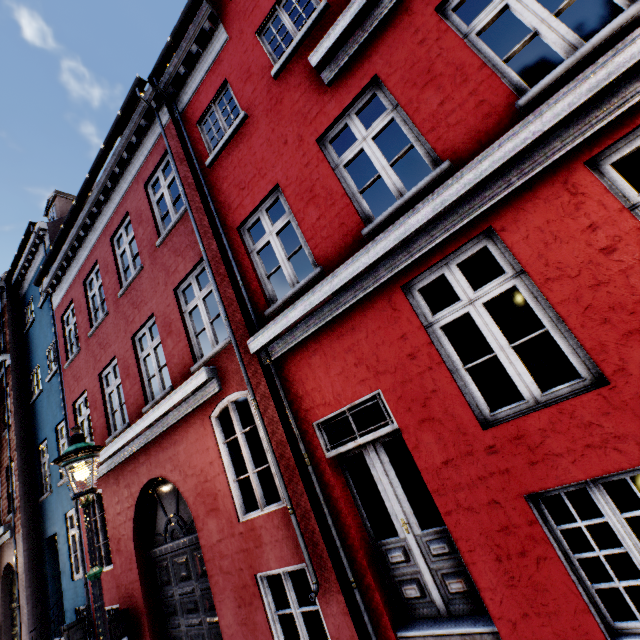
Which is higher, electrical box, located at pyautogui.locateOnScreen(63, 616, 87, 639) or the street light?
the street light

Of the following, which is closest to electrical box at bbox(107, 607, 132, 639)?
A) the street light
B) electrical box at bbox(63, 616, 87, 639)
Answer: electrical box at bbox(63, 616, 87, 639)

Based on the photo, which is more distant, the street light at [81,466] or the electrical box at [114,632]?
the electrical box at [114,632]

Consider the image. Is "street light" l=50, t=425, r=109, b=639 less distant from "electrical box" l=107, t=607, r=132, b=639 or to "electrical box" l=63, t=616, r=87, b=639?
"electrical box" l=63, t=616, r=87, b=639

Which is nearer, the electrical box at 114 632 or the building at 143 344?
the building at 143 344

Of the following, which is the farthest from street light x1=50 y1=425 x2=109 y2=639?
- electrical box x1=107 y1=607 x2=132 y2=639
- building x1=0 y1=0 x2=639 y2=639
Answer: electrical box x1=107 y1=607 x2=132 y2=639

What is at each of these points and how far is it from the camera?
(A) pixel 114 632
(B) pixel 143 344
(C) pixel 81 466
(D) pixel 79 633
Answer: (A) electrical box, 6.3 meters
(B) building, 12.5 meters
(C) street light, 3.8 meters
(D) electrical box, 7.6 meters

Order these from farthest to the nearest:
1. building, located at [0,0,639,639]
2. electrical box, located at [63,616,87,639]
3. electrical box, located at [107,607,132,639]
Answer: electrical box, located at [63,616,87,639]
electrical box, located at [107,607,132,639]
building, located at [0,0,639,639]
